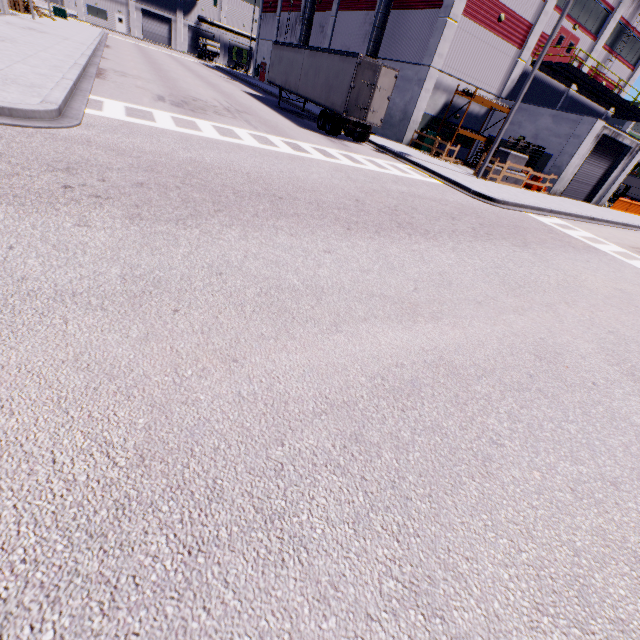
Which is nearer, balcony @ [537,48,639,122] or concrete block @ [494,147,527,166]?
concrete block @ [494,147,527,166]

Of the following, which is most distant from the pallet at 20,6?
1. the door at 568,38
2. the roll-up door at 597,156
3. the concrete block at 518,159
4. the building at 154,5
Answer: the concrete block at 518,159

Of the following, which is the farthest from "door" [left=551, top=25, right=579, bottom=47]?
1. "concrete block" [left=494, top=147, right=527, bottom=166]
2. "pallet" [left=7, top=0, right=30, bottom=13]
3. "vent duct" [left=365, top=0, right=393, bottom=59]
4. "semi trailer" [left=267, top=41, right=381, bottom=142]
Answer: "pallet" [left=7, top=0, right=30, bottom=13]

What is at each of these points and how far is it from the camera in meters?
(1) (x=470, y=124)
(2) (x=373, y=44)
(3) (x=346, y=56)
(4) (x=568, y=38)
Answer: (1) building, 26.5
(2) vent duct, 24.4
(3) semi trailer, 17.3
(4) door, 25.3

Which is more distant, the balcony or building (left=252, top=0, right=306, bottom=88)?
building (left=252, top=0, right=306, bottom=88)

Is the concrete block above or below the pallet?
above

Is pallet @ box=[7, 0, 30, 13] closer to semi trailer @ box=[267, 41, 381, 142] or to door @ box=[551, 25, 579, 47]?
semi trailer @ box=[267, 41, 381, 142]

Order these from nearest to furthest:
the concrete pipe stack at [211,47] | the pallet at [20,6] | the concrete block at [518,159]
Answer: the concrete block at [518,159] < the pallet at [20,6] < the concrete pipe stack at [211,47]
